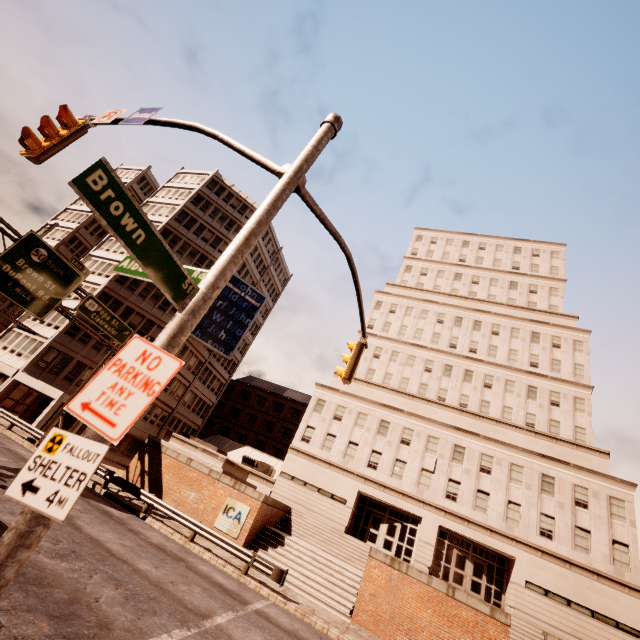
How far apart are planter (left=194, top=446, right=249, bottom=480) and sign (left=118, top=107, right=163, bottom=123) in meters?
21.6 m

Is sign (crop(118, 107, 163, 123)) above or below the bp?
above

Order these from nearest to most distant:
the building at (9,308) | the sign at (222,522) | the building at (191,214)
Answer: the sign at (222,522) → the building at (9,308) → the building at (191,214)

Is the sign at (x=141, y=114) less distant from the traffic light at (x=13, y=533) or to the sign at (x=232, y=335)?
the traffic light at (x=13, y=533)

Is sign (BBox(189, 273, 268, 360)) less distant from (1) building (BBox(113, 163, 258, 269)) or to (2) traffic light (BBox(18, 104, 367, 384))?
(1) building (BBox(113, 163, 258, 269))

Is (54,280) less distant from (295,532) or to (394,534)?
(295,532)

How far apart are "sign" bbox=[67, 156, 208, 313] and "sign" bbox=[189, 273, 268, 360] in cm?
3865

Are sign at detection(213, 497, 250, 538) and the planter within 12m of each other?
yes
